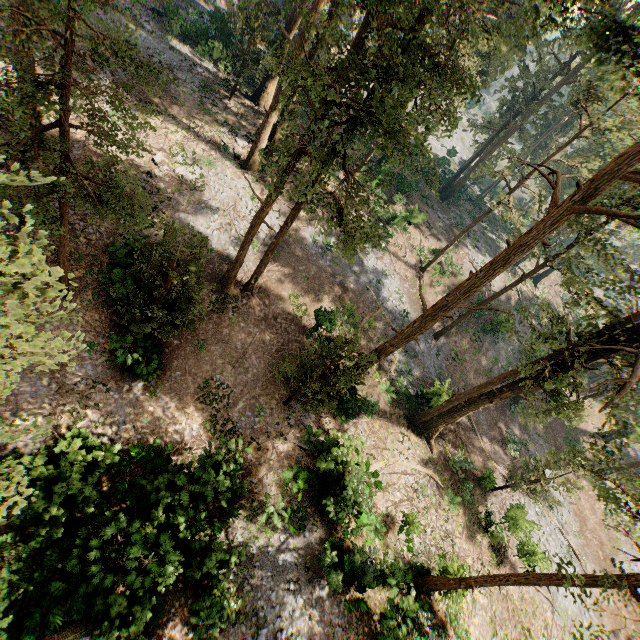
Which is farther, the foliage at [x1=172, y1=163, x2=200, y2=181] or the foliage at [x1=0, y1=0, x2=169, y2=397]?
the foliage at [x1=172, y1=163, x2=200, y2=181]

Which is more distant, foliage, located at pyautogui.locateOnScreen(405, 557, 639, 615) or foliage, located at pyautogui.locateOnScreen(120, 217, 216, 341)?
foliage, located at pyautogui.locateOnScreen(120, 217, 216, 341)

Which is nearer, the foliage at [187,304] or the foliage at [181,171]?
the foliage at [187,304]

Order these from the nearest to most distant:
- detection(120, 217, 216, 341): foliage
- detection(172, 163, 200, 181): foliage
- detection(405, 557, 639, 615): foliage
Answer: detection(405, 557, 639, 615): foliage, detection(120, 217, 216, 341): foliage, detection(172, 163, 200, 181): foliage

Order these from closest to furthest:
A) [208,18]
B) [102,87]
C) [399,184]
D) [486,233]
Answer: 1. [102,87]
2. [208,18]
3. [399,184]
4. [486,233]

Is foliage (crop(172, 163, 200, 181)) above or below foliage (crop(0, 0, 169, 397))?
below

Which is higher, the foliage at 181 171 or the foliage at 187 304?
the foliage at 187 304
